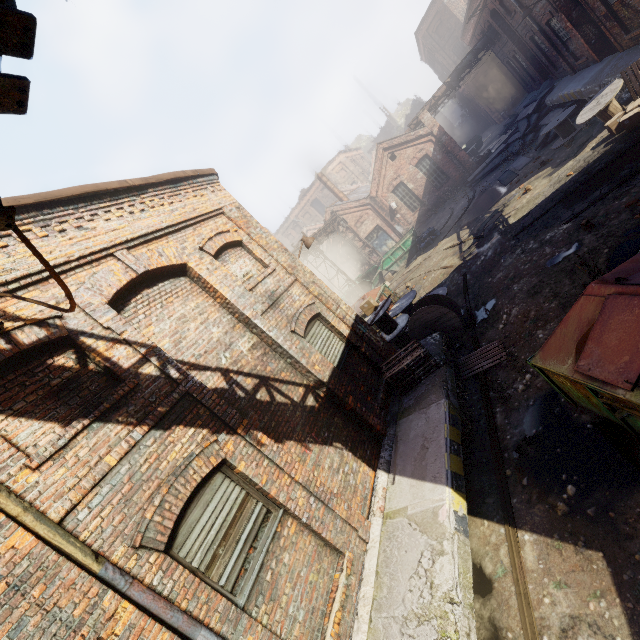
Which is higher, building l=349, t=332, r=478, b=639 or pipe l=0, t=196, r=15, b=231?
pipe l=0, t=196, r=15, b=231

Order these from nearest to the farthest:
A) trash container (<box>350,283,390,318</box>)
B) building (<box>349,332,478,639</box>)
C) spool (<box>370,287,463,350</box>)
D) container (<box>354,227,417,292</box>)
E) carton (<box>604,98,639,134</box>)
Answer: building (<box>349,332,478,639</box>) → spool (<box>370,287,463,350</box>) → carton (<box>604,98,639,134</box>) → trash container (<box>350,283,390,318</box>) → container (<box>354,227,417,292</box>)

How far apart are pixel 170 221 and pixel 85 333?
3.2 meters

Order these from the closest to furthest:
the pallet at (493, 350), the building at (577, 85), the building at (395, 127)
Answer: the pallet at (493, 350) < the building at (577, 85) < the building at (395, 127)

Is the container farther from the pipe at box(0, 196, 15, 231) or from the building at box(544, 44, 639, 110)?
the pipe at box(0, 196, 15, 231)

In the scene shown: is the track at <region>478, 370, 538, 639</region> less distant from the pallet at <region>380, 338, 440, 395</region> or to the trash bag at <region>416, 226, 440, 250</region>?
the pallet at <region>380, 338, 440, 395</region>

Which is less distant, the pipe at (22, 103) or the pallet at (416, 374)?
the pipe at (22, 103)

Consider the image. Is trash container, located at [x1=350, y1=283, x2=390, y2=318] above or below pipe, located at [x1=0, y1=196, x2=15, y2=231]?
below
